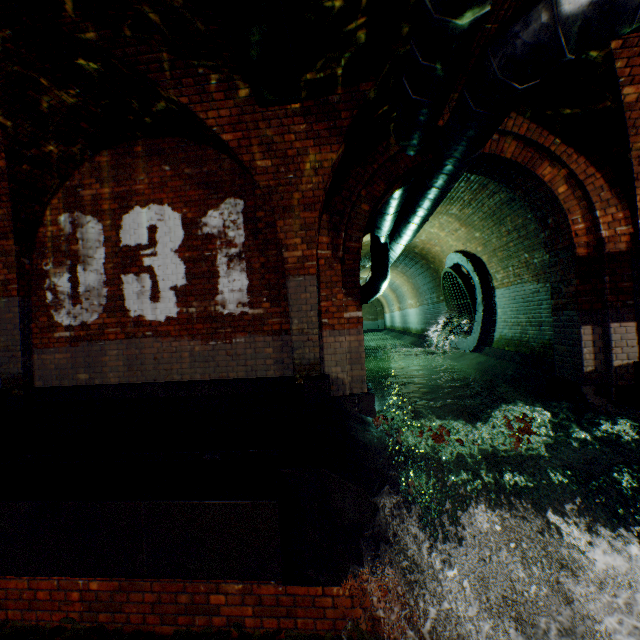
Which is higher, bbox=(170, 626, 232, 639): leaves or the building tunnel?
the building tunnel

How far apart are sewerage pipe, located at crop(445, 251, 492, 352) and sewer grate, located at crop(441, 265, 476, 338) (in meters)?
0.01

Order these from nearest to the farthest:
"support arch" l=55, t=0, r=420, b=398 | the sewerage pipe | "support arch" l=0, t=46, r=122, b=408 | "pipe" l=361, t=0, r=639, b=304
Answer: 1. "pipe" l=361, t=0, r=639, b=304
2. "support arch" l=55, t=0, r=420, b=398
3. "support arch" l=0, t=46, r=122, b=408
4. the sewerage pipe

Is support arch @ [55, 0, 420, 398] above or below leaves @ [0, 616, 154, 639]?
above

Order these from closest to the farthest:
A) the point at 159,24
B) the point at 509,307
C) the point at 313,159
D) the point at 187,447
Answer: the point at 159,24 → the point at 187,447 → the point at 313,159 → the point at 509,307

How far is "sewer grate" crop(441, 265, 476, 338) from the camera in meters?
9.7 m

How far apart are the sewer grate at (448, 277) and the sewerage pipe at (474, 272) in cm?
1

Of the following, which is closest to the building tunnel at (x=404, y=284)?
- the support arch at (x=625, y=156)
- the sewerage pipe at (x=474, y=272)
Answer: the sewerage pipe at (x=474, y=272)
